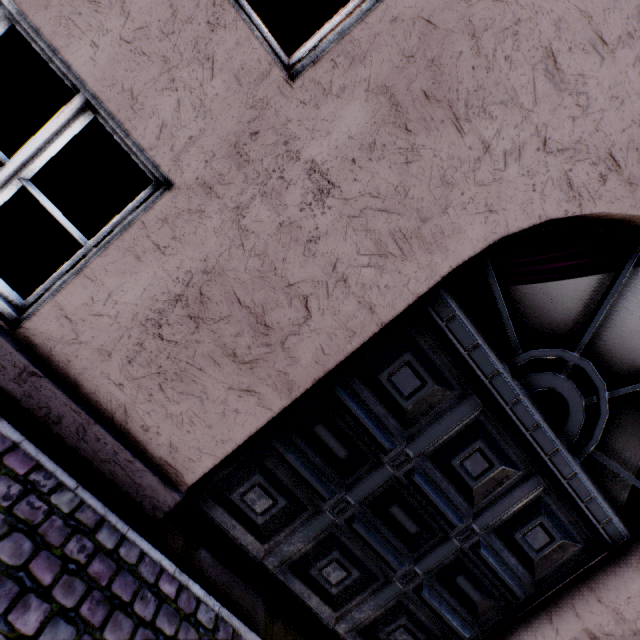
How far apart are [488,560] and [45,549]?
2.6m
